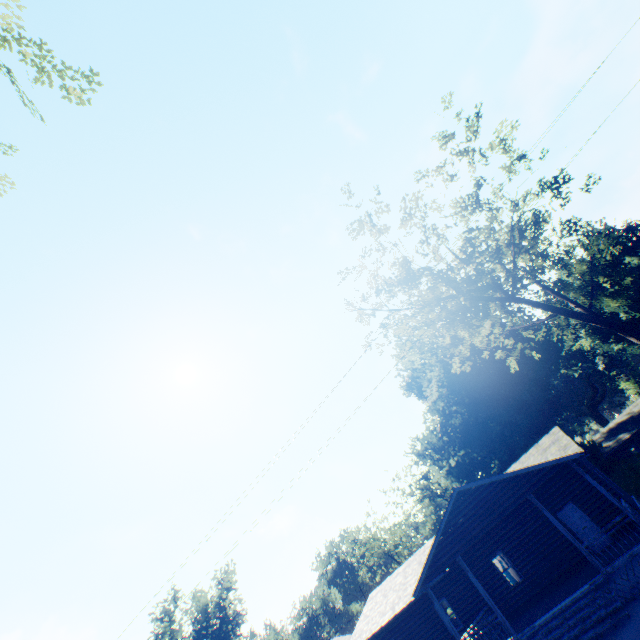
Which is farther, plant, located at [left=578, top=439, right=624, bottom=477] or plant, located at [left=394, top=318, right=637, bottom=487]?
A: plant, located at [left=394, top=318, right=637, bottom=487]

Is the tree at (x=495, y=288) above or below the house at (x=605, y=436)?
above

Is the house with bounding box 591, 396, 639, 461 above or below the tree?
below

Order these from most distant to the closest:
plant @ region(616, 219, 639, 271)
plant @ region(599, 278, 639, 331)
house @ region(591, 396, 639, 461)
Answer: plant @ region(616, 219, 639, 271), plant @ region(599, 278, 639, 331), house @ region(591, 396, 639, 461)

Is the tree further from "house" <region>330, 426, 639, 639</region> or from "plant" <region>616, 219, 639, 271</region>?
"plant" <region>616, 219, 639, 271</region>

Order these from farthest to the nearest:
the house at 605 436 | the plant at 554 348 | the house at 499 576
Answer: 1. the house at 605 436
2. the plant at 554 348
3. the house at 499 576

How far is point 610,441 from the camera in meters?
40.7

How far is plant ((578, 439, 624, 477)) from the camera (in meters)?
35.19
